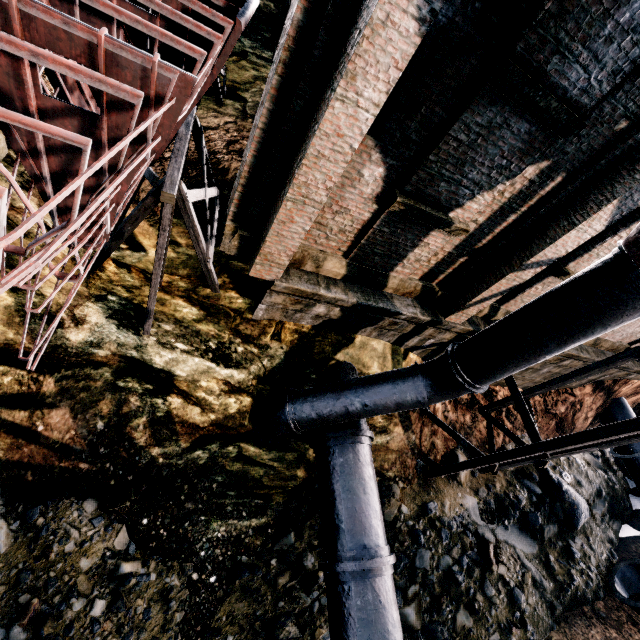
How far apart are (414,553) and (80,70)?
13.30m

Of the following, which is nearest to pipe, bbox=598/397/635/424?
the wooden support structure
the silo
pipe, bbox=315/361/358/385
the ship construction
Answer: the silo

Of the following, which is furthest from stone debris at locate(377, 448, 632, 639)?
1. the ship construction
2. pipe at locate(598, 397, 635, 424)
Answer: the ship construction

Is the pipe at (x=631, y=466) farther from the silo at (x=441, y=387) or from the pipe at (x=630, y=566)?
the silo at (x=441, y=387)

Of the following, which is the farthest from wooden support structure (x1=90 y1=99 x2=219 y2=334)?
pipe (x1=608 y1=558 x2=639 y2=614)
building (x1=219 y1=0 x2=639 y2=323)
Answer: pipe (x1=608 y1=558 x2=639 y2=614)

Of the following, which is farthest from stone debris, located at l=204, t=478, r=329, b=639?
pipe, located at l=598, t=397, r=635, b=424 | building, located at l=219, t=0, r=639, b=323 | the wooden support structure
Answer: building, located at l=219, t=0, r=639, b=323

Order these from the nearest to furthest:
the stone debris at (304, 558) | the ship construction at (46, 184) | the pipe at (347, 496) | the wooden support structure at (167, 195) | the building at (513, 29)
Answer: the ship construction at (46, 184) → the building at (513, 29) → the wooden support structure at (167, 195) → the pipe at (347, 496) → the stone debris at (304, 558)

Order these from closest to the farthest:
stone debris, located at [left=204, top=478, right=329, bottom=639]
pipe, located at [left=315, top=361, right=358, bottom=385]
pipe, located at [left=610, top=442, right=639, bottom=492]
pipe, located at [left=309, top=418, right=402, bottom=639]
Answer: pipe, located at [left=309, top=418, right=402, bottom=639], stone debris, located at [left=204, top=478, right=329, bottom=639], pipe, located at [left=315, top=361, right=358, bottom=385], pipe, located at [left=610, top=442, right=639, bottom=492]
